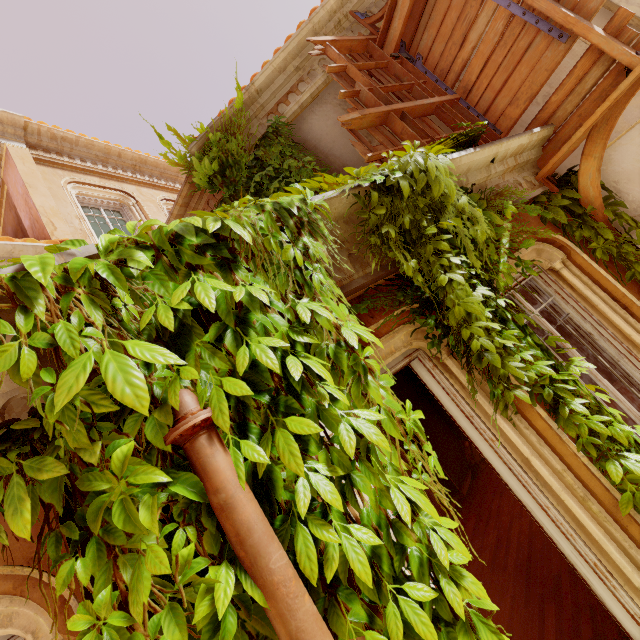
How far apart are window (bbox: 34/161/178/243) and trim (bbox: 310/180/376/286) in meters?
5.9 m

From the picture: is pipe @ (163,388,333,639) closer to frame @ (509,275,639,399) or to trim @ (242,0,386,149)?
frame @ (509,275,639,399)

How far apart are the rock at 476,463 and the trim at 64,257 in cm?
796

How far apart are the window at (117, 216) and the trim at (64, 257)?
5.9m

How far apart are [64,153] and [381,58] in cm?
770

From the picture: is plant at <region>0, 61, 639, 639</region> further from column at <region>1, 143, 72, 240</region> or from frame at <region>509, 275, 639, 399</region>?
column at <region>1, 143, 72, 240</region>

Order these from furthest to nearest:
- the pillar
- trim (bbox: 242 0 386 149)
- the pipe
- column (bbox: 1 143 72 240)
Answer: the pillar, column (bbox: 1 143 72 240), trim (bbox: 242 0 386 149), the pipe

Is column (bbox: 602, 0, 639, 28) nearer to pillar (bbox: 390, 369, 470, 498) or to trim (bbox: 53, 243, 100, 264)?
trim (bbox: 53, 243, 100, 264)
